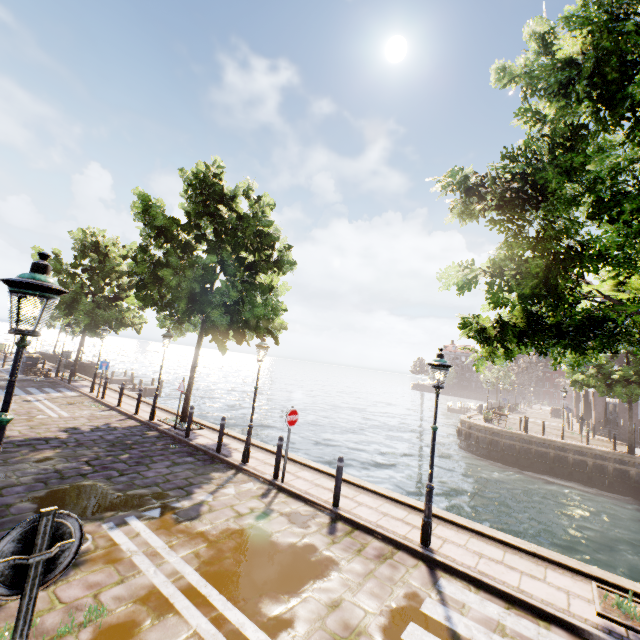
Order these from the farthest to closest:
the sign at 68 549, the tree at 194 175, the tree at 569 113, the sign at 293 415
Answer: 1. the tree at 194 175
2. the sign at 293 415
3. the tree at 569 113
4. the sign at 68 549

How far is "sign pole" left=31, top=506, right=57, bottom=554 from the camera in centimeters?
222cm

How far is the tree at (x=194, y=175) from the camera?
11.67m

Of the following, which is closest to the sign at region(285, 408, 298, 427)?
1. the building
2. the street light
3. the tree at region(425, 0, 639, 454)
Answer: the street light

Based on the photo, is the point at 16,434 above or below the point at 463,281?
below

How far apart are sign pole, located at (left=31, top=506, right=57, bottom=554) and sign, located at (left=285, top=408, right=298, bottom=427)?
6.41m

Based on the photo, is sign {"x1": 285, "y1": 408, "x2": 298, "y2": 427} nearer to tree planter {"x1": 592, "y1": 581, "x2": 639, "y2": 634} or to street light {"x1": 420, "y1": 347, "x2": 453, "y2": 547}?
street light {"x1": 420, "y1": 347, "x2": 453, "y2": 547}

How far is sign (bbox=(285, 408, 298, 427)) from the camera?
8.6 meters
